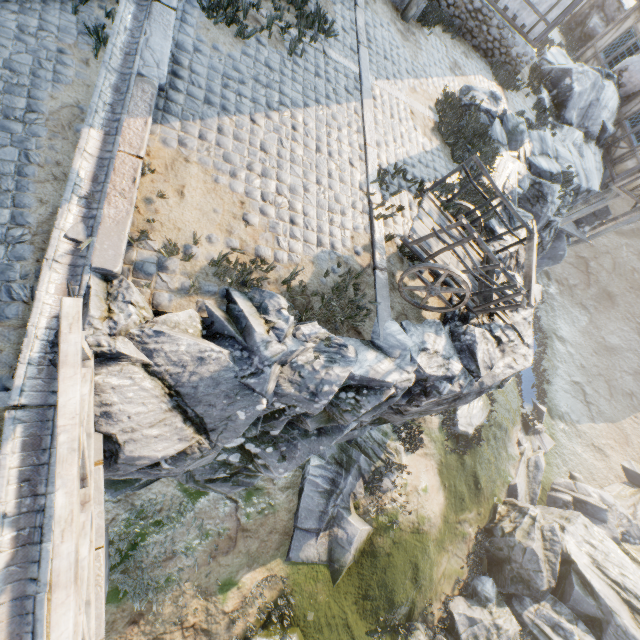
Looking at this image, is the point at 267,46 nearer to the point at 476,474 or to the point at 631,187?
the point at 631,187

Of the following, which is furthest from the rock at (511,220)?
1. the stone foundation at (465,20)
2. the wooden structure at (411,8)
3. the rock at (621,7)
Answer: the rock at (621,7)

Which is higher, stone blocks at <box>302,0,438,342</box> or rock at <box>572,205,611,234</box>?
stone blocks at <box>302,0,438,342</box>

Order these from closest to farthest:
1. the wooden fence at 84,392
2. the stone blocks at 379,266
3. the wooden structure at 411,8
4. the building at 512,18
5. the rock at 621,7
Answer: the wooden fence at 84,392
the stone blocks at 379,266
the wooden structure at 411,8
the building at 512,18
the rock at 621,7

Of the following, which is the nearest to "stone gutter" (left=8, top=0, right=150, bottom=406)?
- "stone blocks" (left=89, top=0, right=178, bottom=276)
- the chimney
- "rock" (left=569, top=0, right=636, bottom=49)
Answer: "stone blocks" (left=89, top=0, right=178, bottom=276)

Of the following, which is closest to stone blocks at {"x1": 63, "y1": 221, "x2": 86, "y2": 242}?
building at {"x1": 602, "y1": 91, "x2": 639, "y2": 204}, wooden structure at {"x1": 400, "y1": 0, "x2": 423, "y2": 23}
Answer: wooden structure at {"x1": 400, "y1": 0, "x2": 423, "y2": 23}

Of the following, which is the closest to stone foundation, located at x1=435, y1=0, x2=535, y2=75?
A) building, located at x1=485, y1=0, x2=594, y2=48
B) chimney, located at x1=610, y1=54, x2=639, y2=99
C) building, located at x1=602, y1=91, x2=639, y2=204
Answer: building, located at x1=485, y1=0, x2=594, y2=48

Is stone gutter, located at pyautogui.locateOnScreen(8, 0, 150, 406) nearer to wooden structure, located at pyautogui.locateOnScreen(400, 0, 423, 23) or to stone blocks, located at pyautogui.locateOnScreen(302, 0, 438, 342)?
stone blocks, located at pyautogui.locateOnScreen(302, 0, 438, 342)
